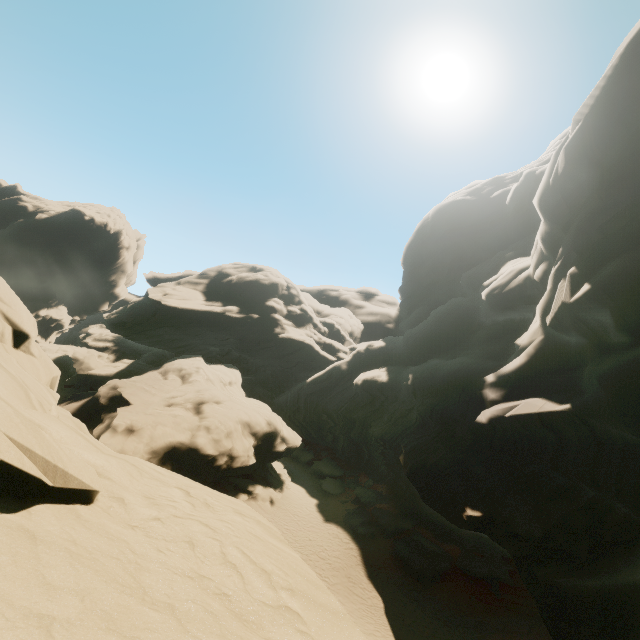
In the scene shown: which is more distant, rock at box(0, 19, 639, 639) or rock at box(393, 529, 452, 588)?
rock at box(393, 529, 452, 588)

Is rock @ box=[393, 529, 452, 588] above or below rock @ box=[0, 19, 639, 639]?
below

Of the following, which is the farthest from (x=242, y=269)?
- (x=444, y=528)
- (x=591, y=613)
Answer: (x=591, y=613)

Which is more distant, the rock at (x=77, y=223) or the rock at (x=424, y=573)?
the rock at (x=424, y=573)

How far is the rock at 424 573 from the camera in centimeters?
2219cm

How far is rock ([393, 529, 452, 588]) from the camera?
22.2m
